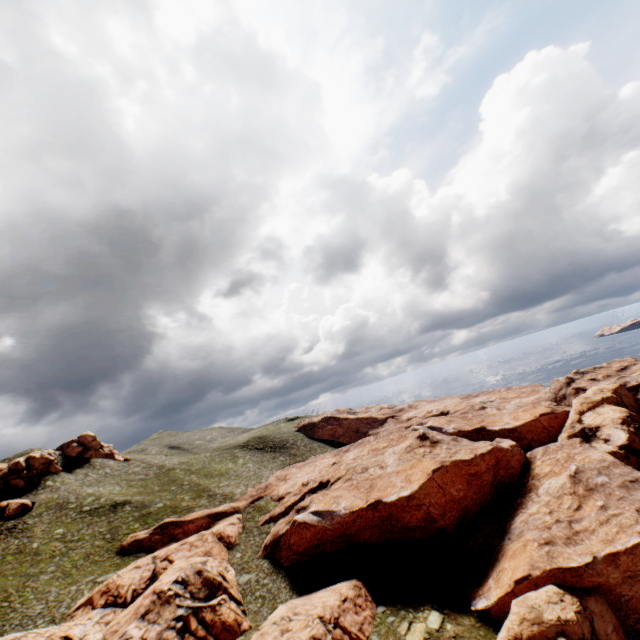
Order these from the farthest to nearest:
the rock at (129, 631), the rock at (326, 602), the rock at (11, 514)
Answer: the rock at (11, 514), the rock at (129, 631), the rock at (326, 602)

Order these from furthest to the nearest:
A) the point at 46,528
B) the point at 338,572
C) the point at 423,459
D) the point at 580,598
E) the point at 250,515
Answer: the point at 250,515 → the point at 46,528 → the point at 423,459 → the point at 338,572 → the point at 580,598

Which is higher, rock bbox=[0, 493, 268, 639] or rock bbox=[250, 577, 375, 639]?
rock bbox=[0, 493, 268, 639]

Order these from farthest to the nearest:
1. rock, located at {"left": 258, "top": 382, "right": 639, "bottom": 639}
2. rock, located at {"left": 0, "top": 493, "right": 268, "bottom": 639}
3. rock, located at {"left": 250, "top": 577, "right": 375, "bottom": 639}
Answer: rock, located at {"left": 0, "top": 493, "right": 268, "bottom": 639}, rock, located at {"left": 250, "top": 577, "right": 375, "bottom": 639}, rock, located at {"left": 258, "top": 382, "right": 639, "bottom": 639}

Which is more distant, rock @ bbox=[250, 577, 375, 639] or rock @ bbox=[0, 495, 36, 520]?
rock @ bbox=[0, 495, 36, 520]

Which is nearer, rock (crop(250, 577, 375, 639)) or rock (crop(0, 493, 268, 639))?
rock (crop(250, 577, 375, 639))

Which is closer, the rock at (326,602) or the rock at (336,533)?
the rock at (336,533)
